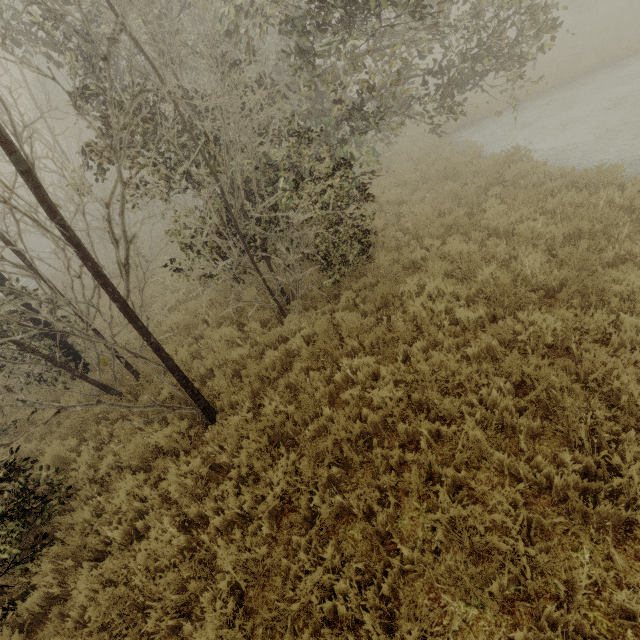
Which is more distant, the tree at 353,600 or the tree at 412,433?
the tree at 412,433

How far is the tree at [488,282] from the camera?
5.0 meters

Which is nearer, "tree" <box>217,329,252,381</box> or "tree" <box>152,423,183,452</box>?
"tree" <box>152,423,183,452</box>

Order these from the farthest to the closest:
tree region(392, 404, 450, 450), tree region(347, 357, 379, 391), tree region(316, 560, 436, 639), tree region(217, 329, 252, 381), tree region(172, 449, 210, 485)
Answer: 1. tree region(217, 329, 252, 381)
2. tree region(347, 357, 379, 391)
3. tree region(172, 449, 210, 485)
4. tree region(392, 404, 450, 450)
5. tree region(316, 560, 436, 639)

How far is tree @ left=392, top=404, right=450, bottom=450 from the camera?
3.9m

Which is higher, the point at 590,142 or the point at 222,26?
the point at 222,26
